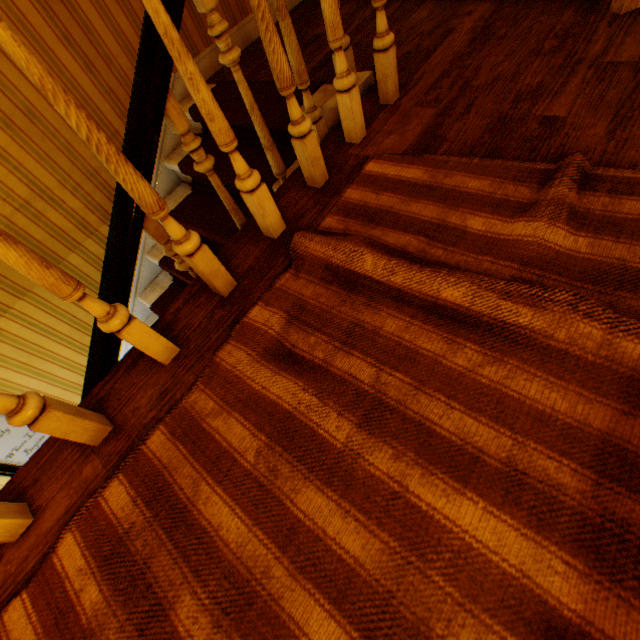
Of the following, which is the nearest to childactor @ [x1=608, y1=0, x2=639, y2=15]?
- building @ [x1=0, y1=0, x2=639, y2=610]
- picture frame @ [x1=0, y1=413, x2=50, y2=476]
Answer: building @ [x1=0, y1=0, x2=639, y2=610]

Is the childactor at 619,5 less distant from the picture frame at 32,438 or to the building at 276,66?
the building at 276,66

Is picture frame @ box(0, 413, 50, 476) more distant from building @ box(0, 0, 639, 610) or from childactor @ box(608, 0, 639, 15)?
childactor @ box(608, 0, 639, 15)

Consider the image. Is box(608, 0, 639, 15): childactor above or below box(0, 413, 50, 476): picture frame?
above

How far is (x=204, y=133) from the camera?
2.68m

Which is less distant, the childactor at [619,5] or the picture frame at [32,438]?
the childactor at [619,5]
